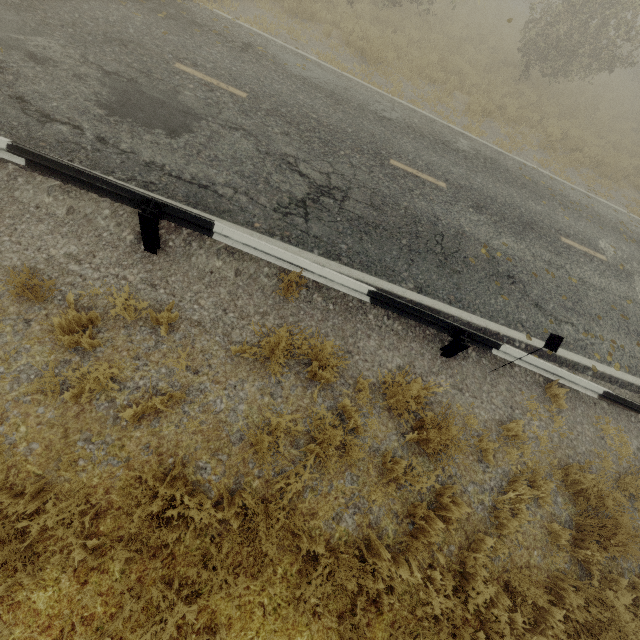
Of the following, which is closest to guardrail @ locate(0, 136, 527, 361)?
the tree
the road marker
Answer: the road marker

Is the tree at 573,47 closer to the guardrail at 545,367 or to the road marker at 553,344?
the guardrail at 545,367

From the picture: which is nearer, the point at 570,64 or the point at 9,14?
the point at 9,14

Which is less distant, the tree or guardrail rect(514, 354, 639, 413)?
guardrail rect(514, 354, 639, 413)

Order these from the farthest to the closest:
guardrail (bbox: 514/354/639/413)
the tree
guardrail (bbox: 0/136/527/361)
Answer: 1. the tree
2. guardrail (bbox: 514/354/639/413)
3. guardrail (bbox: 0/136/527/361)
